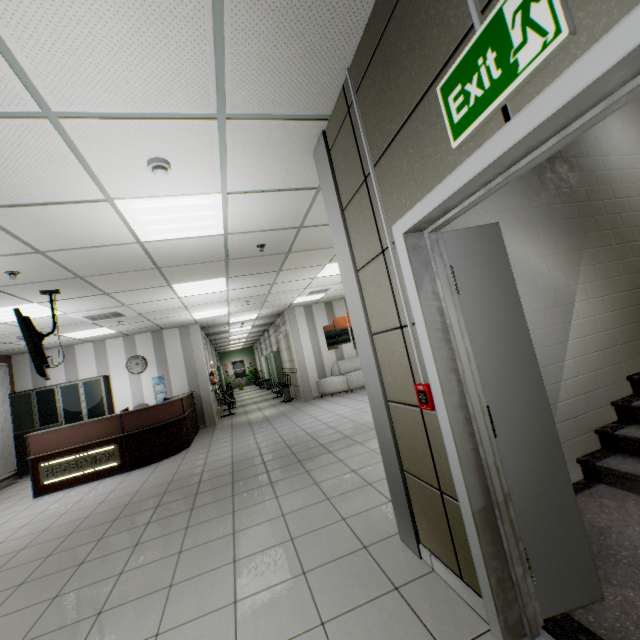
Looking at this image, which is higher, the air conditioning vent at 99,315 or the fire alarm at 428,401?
the air conditioning vent at 99,315

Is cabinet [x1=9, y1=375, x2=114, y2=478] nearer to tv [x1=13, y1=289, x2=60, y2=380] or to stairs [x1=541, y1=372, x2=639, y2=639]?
tv [x1=13, y1=289, x2=60, y2=380]

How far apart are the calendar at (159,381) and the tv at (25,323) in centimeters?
489cm

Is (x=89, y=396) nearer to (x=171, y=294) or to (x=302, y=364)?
(x=171, y=294)

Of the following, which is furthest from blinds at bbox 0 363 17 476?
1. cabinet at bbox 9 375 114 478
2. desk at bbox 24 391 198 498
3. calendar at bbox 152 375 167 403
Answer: calendar at bbox 152 375 167 403

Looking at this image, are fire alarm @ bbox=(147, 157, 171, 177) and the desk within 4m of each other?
no

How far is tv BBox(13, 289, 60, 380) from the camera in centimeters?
397cm

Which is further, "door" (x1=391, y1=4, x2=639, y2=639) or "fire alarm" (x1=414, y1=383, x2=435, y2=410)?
"fire alarm" (x1=414, y1=383, x2=435, y2=410)
